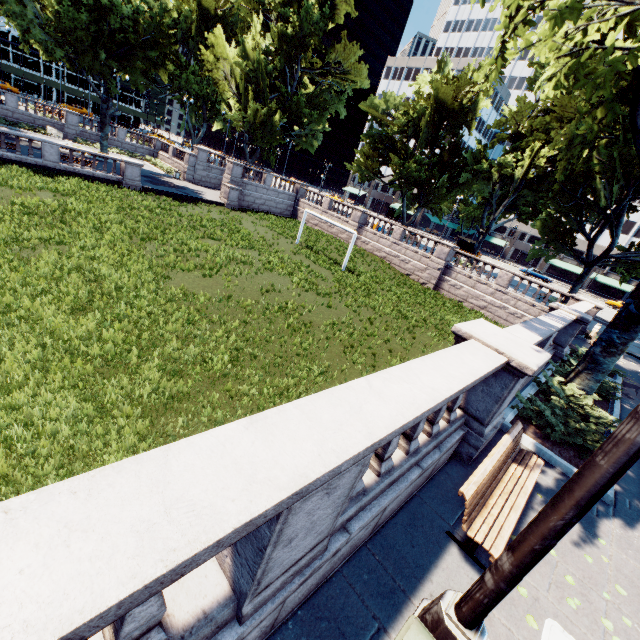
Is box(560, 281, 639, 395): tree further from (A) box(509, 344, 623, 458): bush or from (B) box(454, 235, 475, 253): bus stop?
(B) box(454, 235, 475, 253): bus stop

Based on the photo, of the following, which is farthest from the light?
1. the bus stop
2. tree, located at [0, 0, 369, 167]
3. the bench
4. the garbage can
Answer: the bus stop

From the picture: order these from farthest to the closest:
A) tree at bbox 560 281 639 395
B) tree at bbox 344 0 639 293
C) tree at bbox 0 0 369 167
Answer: tree at bbox 0 0 369 167, tree at bbox 560 281 639 395, tree at bbox 344 0 639 293

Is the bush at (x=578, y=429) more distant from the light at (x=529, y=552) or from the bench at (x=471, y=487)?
the light at (x=529, y=552)

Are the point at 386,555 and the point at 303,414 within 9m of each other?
yes

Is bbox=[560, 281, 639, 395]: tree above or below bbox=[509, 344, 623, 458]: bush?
above

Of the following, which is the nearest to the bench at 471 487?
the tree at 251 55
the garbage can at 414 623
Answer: the garbage can at 414 623

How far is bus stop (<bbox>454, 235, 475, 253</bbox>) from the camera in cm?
4438
